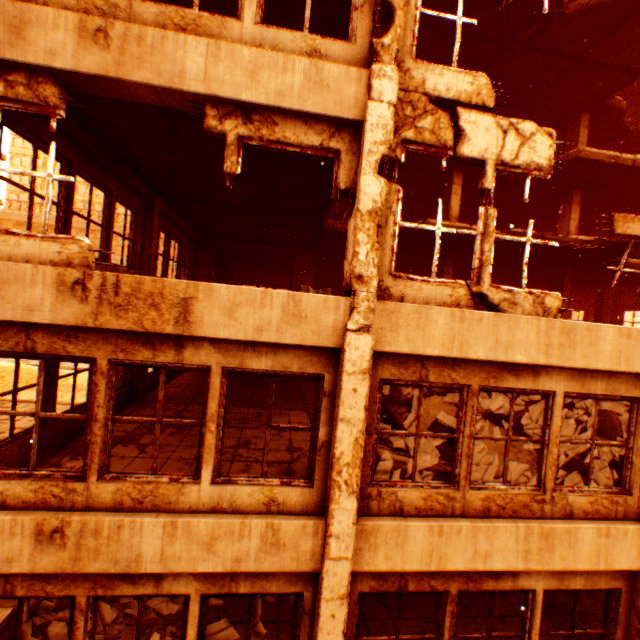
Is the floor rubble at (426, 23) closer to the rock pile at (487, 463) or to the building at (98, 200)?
the rock pile at (487, 463)

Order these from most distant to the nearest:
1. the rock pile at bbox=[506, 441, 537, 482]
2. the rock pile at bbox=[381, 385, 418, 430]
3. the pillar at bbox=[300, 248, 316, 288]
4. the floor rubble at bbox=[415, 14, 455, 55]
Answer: A: the pillar at bbox=[300, 248, 316, 288] → the floor rubble at bbox=[415, 14, 455, 55] → the rock pile at bbox=[381, 385, 418, 430] → the rock pile at bbox=[506, 441, 537, 482]

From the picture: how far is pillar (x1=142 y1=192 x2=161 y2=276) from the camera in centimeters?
854cm

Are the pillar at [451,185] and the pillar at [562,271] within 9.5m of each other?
yes

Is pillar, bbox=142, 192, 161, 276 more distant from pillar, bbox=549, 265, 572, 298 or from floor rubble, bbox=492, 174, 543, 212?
pillar, bbox=549, 265, 572, 298

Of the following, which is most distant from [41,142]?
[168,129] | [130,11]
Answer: [130,11]

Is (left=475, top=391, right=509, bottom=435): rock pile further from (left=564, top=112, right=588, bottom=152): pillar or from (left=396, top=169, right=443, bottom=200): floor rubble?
(left=564, top=112, right=588, bottom=152): pillar

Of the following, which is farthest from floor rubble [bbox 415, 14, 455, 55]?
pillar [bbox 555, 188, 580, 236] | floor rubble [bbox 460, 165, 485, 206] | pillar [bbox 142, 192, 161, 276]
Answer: pillar [bbox 142, 192, 161, 276]
